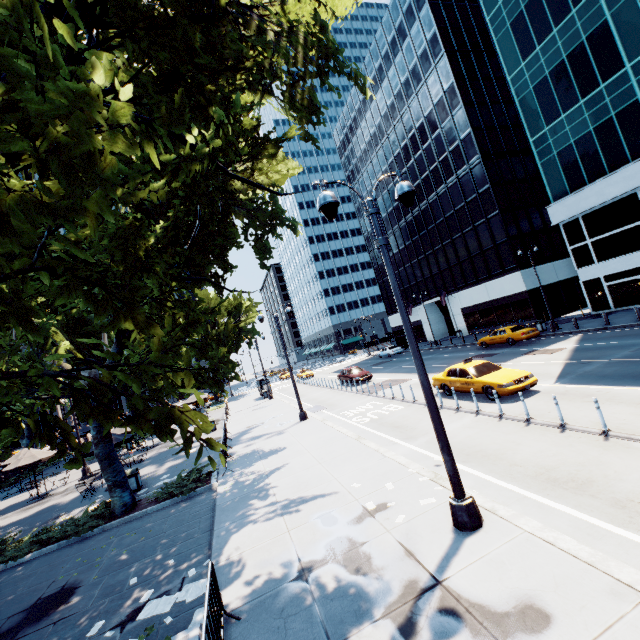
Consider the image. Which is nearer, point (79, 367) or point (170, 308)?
point (79, 367)

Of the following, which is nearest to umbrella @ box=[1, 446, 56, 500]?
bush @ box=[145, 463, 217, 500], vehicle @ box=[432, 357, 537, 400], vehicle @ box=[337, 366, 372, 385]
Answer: bush @ box=[145, 463, 217, 500]

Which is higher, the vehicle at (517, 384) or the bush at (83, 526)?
the vehicle at (517, 384)

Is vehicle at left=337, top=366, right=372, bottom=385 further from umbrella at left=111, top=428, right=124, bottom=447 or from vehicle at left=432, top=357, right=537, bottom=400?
umbrella at left=111, top=428, right=124, bottom=447

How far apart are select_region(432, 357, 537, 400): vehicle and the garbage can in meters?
15.7

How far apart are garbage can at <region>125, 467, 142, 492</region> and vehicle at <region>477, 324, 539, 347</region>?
27.33m

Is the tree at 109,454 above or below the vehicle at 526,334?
above

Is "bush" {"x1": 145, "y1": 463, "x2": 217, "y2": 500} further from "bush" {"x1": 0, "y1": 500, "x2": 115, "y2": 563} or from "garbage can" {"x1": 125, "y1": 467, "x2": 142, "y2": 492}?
"garbage can" {"x1": 125, "y1": 467, "x2": 142, "y2": 492}
